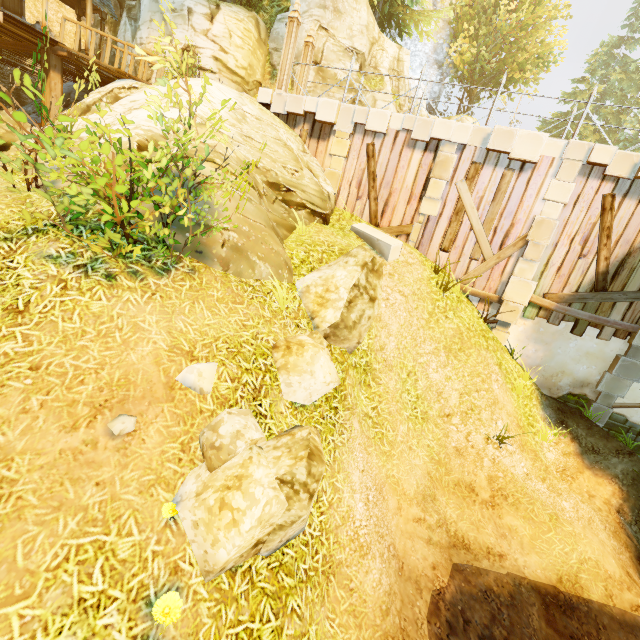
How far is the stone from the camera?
9.19m

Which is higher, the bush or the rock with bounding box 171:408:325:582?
the bush

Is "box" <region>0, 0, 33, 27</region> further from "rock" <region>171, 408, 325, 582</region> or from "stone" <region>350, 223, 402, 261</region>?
"rock" <region>171, 408, 325, 582</region>

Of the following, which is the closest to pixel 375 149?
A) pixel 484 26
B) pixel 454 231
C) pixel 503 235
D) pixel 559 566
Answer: pixel 454 231

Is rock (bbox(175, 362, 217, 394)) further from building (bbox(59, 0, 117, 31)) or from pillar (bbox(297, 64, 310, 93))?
building (bbox(59, 0, 117, 31))

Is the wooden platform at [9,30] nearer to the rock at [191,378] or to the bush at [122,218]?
the bush at [122,218]

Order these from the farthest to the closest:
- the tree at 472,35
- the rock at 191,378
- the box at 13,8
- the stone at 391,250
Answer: the tree at 472,35, the box at 13,8, the stone at 391,250, the rock at 191,378

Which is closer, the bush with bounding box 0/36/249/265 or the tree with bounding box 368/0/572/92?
the bush with bounding box 0/36/249/265
